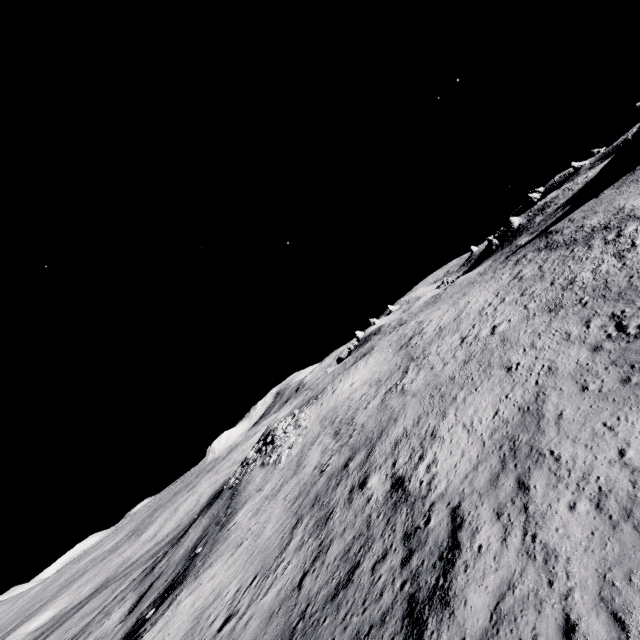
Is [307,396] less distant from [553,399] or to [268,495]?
[268,495]
